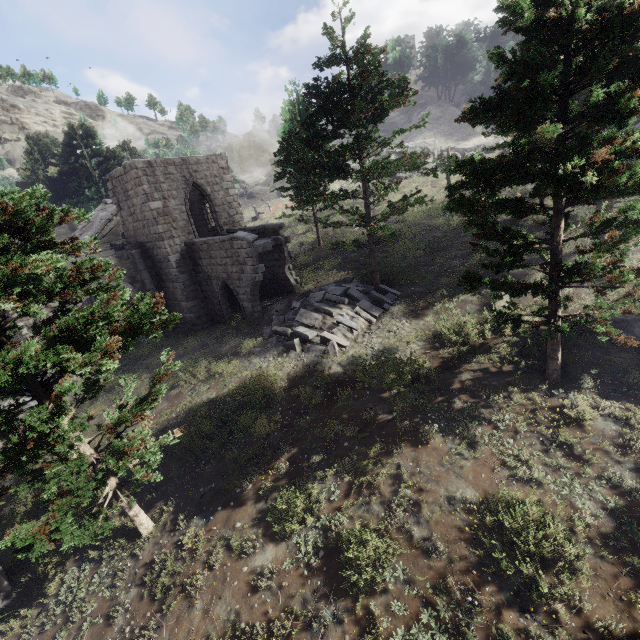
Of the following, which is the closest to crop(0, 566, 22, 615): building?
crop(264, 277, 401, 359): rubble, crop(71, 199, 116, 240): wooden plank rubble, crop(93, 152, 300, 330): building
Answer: crop(264, 277, 401, 359): rubble

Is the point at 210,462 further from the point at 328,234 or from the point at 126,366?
the point at 328,234

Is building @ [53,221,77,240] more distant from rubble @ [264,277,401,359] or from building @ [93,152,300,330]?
rubble @ [264,277,401,359]

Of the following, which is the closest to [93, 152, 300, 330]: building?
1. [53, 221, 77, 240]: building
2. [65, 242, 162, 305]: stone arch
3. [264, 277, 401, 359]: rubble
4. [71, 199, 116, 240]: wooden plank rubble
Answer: [65, 242, 162, 305]: stone arch

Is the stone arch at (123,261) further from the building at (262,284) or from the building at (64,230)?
the building at (64,230)

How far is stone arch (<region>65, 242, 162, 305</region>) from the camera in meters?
18.4 m

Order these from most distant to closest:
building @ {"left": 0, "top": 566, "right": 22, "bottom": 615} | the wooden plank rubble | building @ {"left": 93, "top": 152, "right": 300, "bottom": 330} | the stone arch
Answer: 1. the wooden plank rubble
2. the stone arch
3. building @ {"left": 93, "top": 152, "right": 300, "bottom": 330}
4. building @ {"left": 0, "top": 566, "right": 22, "bottom": 615}

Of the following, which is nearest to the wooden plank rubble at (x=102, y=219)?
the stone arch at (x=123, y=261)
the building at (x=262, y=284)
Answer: the building at (x=262, y=284)
